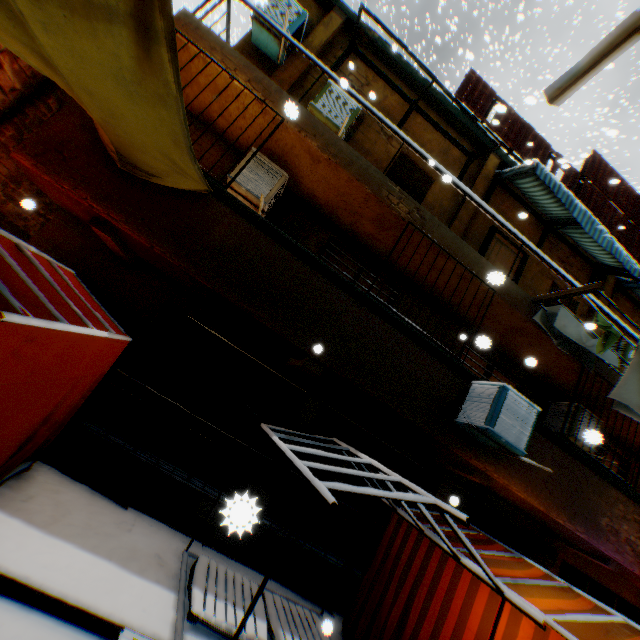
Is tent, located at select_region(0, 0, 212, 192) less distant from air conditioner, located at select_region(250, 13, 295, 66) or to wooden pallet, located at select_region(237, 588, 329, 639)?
wooden pallet, located at select_region(237, 588, 329, 639)

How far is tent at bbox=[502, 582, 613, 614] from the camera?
3.78m

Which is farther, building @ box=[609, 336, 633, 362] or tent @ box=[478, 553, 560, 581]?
building @ box=[609, 336, 633, 362]

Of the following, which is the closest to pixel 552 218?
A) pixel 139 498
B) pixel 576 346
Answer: pixel 576 346

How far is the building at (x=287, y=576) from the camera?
5.73m

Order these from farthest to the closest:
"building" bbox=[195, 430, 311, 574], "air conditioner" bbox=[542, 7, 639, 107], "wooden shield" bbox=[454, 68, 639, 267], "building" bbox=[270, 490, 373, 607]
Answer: "wooden shield" bbox=[454, 68, 639, 267] < "building" bbox=[270, 490, 373, 607] < "building" bbox=[195, 430, 311, 574] < "air conditioner" bbox=[542, 7, 639, 107]

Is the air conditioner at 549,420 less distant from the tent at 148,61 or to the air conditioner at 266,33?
the tent at 148,61

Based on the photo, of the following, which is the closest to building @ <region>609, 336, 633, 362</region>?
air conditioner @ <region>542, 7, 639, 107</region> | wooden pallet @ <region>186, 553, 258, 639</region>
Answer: air conditioner @ <region>542, 7, 639, 107</region>
